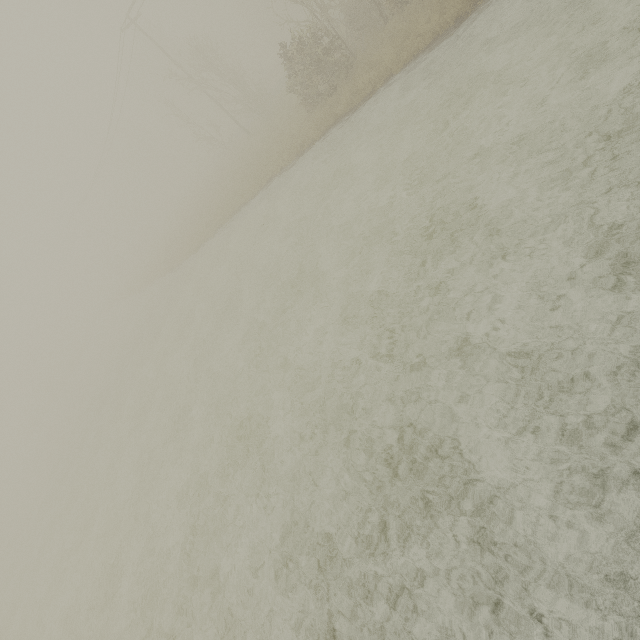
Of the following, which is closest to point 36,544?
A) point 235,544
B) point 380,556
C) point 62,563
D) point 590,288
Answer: point 62,563
